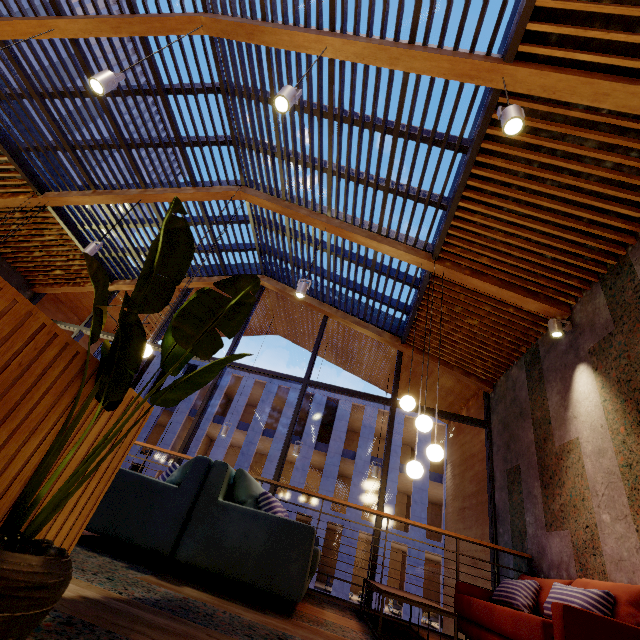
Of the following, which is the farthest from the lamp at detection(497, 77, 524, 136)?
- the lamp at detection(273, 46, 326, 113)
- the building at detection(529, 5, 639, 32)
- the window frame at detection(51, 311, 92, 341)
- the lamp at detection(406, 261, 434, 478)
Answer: the window frame at detection(51, 311, 92, 341)

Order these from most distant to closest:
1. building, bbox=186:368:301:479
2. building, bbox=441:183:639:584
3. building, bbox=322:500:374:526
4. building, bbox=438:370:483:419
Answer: building, bbox=186:368:301:479, building, bbox=322:500:374:526, building, bbox=438:370:483:419, building, bbox=441:183:639:584

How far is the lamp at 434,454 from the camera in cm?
359

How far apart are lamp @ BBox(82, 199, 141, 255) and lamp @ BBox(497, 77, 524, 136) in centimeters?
637cm

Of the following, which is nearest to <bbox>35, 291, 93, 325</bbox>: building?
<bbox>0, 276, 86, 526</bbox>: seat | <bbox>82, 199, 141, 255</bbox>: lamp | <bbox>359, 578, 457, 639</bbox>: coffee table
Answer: <bbox>359, 578, 457, 639</bbox>: coffee table

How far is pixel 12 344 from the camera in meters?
0.9 m

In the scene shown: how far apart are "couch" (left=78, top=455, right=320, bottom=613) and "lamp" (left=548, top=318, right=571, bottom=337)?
4.2m

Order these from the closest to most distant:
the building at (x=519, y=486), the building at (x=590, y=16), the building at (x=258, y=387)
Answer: the building at (x=590, y=16)
the building at (x=519, y=486)
the building at (x=258, y=387)
